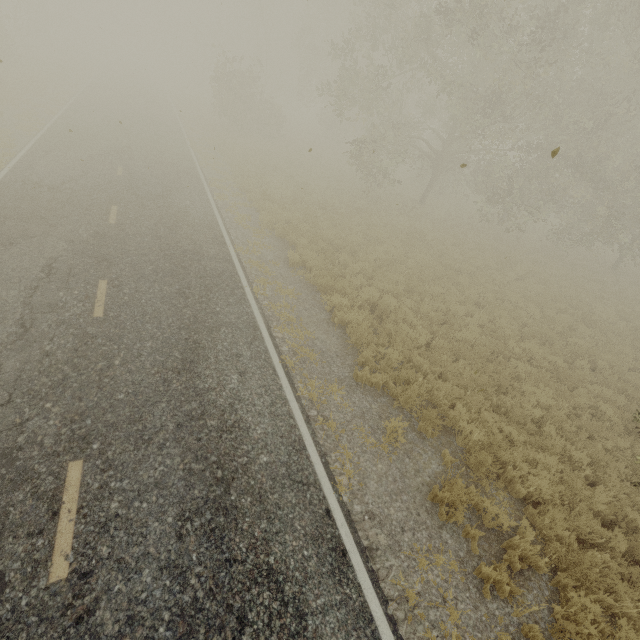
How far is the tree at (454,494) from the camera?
5.6 meters

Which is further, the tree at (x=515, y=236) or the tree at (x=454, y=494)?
the tree at (x=515, y=236)

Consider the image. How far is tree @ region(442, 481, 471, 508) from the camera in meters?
5.6 m

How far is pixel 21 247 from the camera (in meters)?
8.49

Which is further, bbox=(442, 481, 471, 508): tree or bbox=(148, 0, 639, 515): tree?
bbox=(148, 0, 639, 515): tree
